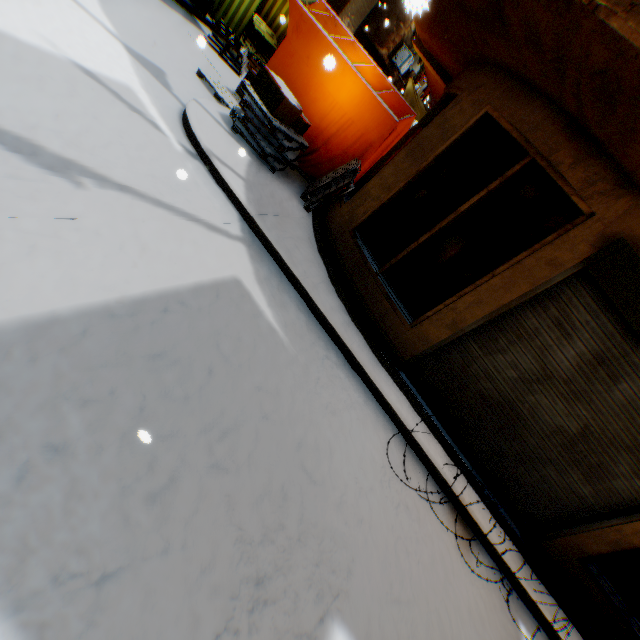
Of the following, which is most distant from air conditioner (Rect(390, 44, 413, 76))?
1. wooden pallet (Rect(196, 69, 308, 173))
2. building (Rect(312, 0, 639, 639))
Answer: wooden pallet (Rect(196, 69, 308, 173))

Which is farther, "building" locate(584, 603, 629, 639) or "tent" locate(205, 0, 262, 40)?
"tent" locate(205, 0, 262, 40)

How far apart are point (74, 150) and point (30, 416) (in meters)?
2.49

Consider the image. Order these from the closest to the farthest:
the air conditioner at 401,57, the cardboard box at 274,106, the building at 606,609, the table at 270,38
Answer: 1. the building at 606,609
2. the cardboard box at 274,106
3. the table at 270,38
4. the air conditioner at 401,57

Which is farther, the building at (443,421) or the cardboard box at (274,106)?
the cardboard box at (274,106)

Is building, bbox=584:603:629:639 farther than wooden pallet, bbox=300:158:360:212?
No

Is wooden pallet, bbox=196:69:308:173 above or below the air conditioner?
below

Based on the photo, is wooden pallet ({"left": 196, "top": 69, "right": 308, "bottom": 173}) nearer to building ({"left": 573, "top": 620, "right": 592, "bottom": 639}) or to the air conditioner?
building ({"left": 573, "top": 620, "right": 592, "bottom": 639})
